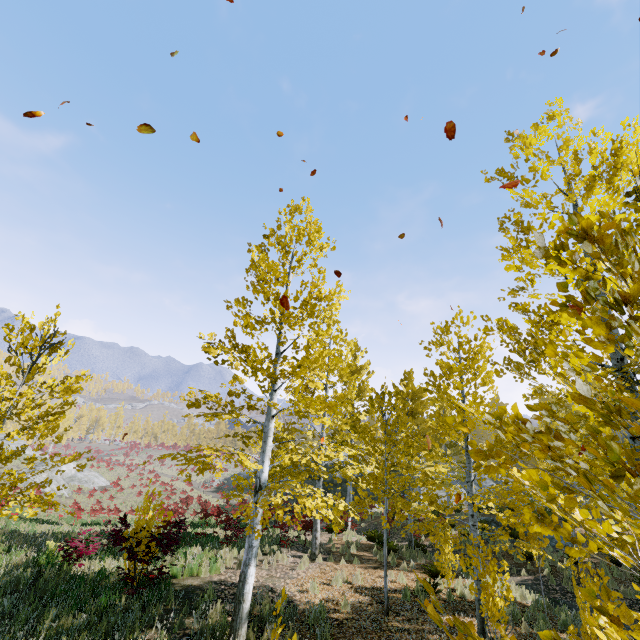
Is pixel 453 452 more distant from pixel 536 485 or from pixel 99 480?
pixel 536 485

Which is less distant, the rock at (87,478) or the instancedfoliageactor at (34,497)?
the instancedfoliageactor at (34,497)

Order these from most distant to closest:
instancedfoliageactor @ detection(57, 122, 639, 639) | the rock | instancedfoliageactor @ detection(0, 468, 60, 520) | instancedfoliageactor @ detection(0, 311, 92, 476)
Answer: the rock < instancedfoliageactor @ detection(0, 311, 92, 476) < instancedfoliageactor @ detection(0, 468, 60, 520) < instancedfoliageactor @ detection(57, 122, 639, 639)

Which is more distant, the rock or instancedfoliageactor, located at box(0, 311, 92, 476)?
the rock

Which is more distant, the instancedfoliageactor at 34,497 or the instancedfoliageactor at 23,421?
the instancedfoliageactor at 23,421

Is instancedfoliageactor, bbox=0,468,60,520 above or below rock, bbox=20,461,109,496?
above
